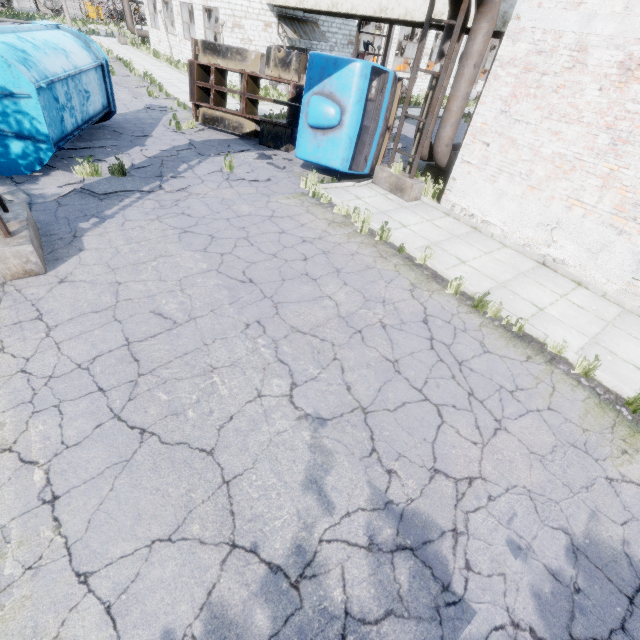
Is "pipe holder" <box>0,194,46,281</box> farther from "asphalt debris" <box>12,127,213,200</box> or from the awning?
the awning

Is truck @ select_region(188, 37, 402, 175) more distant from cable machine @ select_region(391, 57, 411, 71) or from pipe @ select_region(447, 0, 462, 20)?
cable machine @ select_region(391, 57, 411, 71)

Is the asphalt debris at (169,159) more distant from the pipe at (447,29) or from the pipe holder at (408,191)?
the pipe holder at (408,191)

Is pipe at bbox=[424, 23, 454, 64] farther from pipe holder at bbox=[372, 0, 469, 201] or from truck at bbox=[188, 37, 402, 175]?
truck at bbox=[188, 37, 402, 175]

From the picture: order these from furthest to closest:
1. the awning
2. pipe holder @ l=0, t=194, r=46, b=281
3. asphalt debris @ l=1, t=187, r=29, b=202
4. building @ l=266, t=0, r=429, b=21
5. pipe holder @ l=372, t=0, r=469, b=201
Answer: the awning
building @ l=266, t=0, r=429, b=21
pipe holder @ l=372, t=0, r=469, b=201
asphalt debris @ l=1, t=187, r=29, b=202
pipe holder @ l=0, t=194, r=46, b=281

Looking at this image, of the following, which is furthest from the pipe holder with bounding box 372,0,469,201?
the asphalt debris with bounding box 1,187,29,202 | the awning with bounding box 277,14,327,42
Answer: the awning with bounding box 277,14,327,42

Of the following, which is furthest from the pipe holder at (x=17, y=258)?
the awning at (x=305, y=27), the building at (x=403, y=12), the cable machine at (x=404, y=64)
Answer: the cable machine at (x=404, y=64)

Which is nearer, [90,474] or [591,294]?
[90,474]
